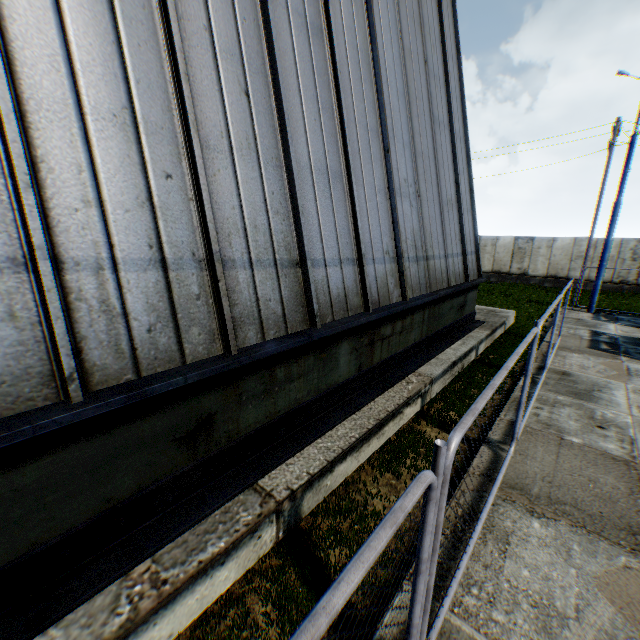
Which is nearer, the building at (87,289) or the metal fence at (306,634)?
the metal fence at (306,634)

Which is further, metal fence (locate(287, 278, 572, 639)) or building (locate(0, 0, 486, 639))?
building (locate(0, 0, 486, 639))

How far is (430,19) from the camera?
8.7 meters
